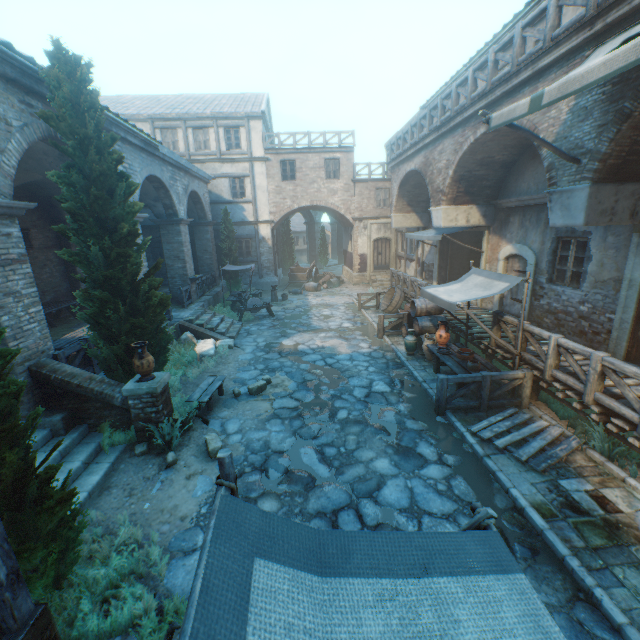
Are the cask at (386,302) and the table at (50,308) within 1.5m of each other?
no

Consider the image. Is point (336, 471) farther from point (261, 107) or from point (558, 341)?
point (261, 107)

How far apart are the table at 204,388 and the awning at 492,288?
5.8 meters

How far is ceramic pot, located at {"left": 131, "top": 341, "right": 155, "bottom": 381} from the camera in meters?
6.3 m

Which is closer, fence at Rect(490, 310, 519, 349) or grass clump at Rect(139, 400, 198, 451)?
grass clump at Rect(139, 400, 198, 451)

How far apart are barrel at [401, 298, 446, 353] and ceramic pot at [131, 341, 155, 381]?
7.8 meters

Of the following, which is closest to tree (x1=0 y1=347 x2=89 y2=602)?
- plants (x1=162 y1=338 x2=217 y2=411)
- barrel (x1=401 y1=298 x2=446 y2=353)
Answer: plants (x1=162 y1=338 x2=217 y2=411)

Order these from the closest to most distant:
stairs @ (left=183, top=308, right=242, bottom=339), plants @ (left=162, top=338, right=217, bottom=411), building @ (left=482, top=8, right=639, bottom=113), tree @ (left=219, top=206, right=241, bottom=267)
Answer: building @ (left=482, top=8, right=639, bottom=113) → plants @ (left=162, top=338, right=217, bottom=411) → stairs @ (left=183, top=308, right=242, bottom=339) → tree @ (left=219, top=206, right=241, bottom=267)
